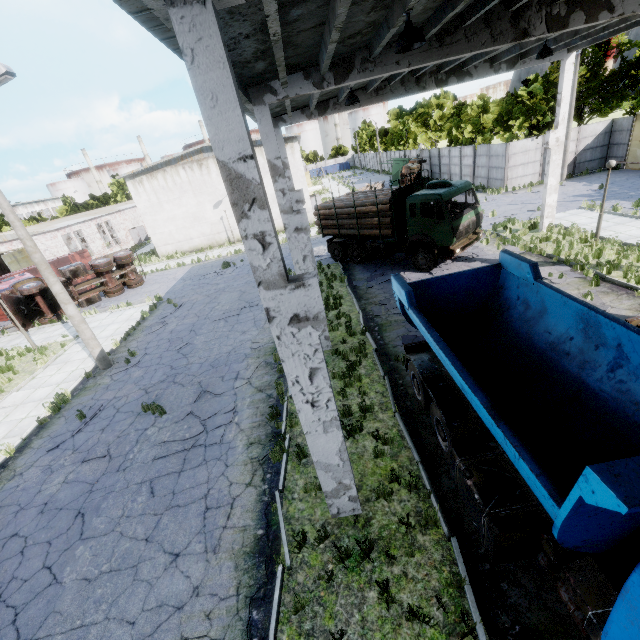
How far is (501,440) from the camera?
4.1m

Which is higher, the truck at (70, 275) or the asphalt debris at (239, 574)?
the truck at (70, 275)

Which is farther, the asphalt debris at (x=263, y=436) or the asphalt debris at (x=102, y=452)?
the asphalt debris at (x=102, y=452)

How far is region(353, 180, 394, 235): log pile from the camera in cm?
1569

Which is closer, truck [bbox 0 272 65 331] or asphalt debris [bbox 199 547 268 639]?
asphalt debris [bbox 199 547 268 639]

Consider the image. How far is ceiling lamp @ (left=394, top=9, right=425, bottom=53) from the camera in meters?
5.3

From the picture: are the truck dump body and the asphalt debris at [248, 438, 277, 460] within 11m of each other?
no

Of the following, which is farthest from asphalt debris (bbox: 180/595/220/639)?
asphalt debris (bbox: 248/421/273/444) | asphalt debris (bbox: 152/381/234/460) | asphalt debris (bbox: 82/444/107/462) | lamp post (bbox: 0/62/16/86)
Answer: lamp post (bbox: 0/62/16/86)
